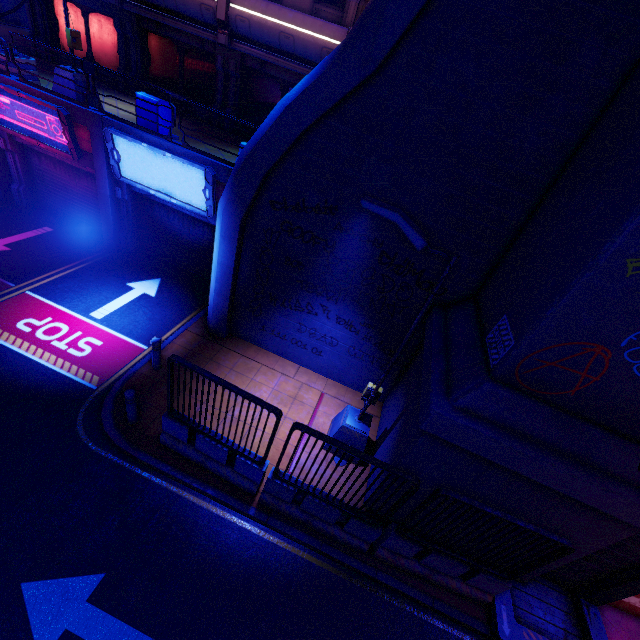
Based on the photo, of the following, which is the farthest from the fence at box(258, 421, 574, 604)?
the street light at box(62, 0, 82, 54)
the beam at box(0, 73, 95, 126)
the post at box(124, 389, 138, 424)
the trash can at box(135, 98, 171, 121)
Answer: the street light at box(62, 0, 82, 54)

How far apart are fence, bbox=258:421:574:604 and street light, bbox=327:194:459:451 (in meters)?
1.27

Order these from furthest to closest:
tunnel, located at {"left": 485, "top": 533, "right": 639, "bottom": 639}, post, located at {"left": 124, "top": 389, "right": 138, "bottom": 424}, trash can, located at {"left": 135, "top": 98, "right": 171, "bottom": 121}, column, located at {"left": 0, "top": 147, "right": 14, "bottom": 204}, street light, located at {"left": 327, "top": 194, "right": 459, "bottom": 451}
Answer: column, located at {"left": 0, "top": 147, "right": 14, "bottom": 204} < trash can, located at {"left": 135, "top": 98, "right": 171, "bottom": 121} < post, located at {"left": 124, "top": 389, "right": 138, "bottom": 424} < tunnel, located at {"left": 485, "top": 533, "right": 639, "bottom": 639} < street light, located at {"left": 327, "top": 194, "right": 459, "bottom": 451}

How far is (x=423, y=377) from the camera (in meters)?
6.25

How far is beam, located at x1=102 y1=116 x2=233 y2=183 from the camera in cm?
961

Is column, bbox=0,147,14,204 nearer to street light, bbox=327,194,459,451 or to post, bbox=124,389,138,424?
post, bbox=124,389,138,424

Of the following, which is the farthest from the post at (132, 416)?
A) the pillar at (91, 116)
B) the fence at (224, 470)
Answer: the pillar at (91, 116)

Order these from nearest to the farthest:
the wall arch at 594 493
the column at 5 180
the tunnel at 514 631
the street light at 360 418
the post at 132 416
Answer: the wall arch at 594 493 → the street light at 360 418 → the tunnel at 514 631 → the post at 132 416 → the column at 5 180
